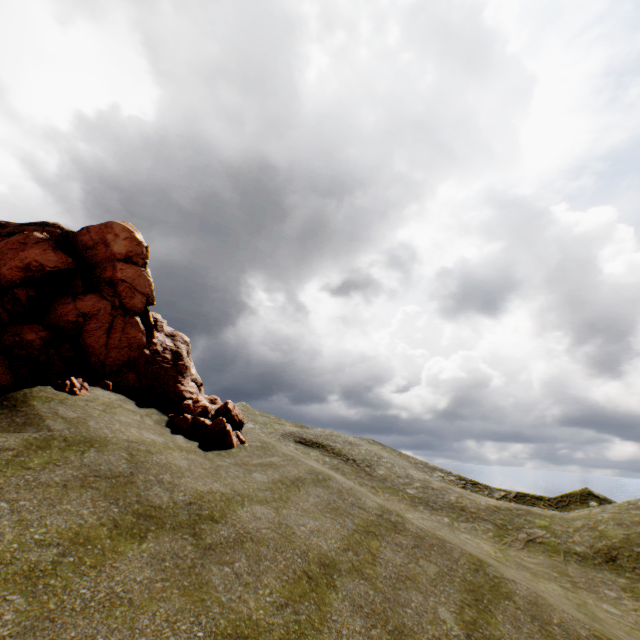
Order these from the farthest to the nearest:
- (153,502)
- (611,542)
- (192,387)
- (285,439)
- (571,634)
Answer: (285,439) → (611,542) → (192,387) → (571,634) → (153,502)
